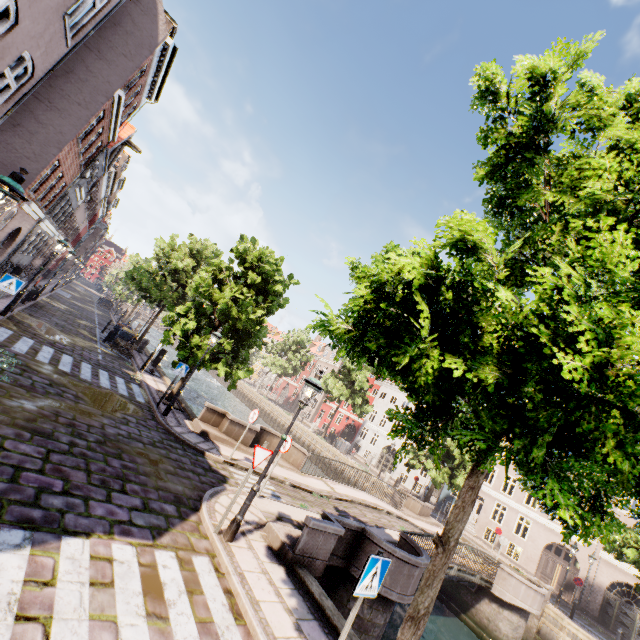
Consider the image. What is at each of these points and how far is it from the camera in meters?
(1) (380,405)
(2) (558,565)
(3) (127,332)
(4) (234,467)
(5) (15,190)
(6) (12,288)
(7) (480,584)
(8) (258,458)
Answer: (1) building, 44.6 m
(2) building, 25.4 m
(3) trash bin, 20.7 m
(4) bridge, 11.3 m
(5) street light, 4.5 m
(6) sign, 9.8 m
(7) bridge, 14.9 m
(8) sign, 6.8 m

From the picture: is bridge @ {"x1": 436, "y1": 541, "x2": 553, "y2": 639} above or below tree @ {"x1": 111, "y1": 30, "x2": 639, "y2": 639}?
below

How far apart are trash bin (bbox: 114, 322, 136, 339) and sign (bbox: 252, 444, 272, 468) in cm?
1785

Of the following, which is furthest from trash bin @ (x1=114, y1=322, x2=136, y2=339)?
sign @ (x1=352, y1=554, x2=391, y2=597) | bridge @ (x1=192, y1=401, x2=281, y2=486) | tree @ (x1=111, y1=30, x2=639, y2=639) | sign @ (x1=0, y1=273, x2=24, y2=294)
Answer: sign @ (x1=352, y1=554, x2=391, y2=597)

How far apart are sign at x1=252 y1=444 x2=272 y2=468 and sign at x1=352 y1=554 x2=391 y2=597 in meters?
3.3

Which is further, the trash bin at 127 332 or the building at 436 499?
the building at 436 499

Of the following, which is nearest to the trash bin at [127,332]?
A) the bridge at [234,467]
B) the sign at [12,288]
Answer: the bridge at [234,467]

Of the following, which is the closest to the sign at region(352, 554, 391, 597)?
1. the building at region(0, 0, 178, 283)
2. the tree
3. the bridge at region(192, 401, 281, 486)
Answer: the tree
